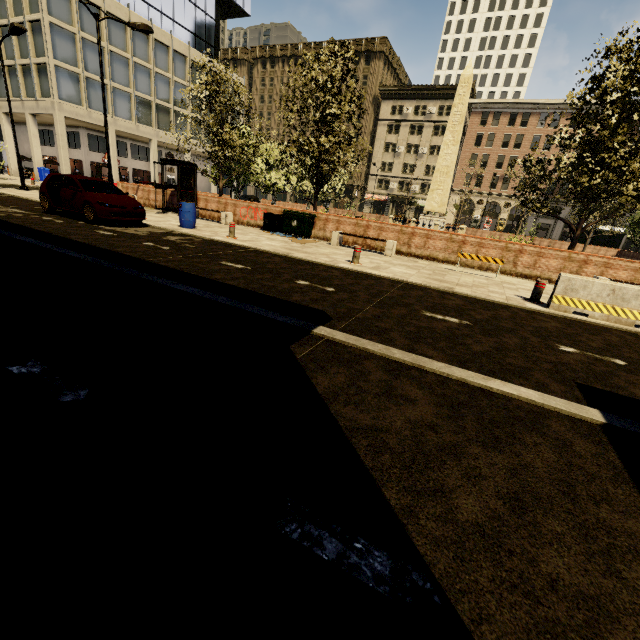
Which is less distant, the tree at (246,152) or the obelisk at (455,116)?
the tree at (246,152)

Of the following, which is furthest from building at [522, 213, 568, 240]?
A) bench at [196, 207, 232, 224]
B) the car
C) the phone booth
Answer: the car

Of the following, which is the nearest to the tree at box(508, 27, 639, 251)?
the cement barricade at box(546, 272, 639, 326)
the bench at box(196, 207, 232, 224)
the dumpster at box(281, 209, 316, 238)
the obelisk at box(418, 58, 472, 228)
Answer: the dumpster at box(281, 209, 316, 238)

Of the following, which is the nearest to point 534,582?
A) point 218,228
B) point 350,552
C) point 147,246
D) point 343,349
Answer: point 350,552

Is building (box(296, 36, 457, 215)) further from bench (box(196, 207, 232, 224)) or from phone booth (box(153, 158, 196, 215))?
bench (box(196, 207, 232, 224))

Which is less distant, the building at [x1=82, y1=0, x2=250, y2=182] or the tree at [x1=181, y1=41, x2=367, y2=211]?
the tree at [x1=181, y1=41, x2=367, y2=211]

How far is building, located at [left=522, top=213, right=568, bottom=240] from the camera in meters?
50.0 m

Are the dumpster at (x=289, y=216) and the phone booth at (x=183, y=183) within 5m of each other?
no
